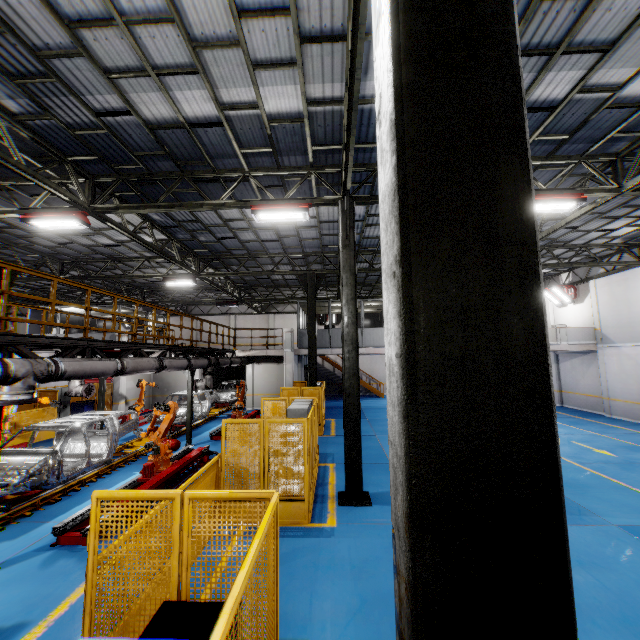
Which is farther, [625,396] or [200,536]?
[625,396]

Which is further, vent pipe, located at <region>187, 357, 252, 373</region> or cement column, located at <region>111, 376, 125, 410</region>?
cement column, located at <region>111, 376, 125, 410</region>

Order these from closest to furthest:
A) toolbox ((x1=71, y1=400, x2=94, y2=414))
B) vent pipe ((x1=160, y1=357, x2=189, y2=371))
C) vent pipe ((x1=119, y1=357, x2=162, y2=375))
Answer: vent pipe ((x1=119, y1=357, x2=162, y2=375)) < vent pipe ((x1=160, y1=357, x2=189, y2=371)) < toolbox ((x1=71, y1=400, x2=94, y2=414))

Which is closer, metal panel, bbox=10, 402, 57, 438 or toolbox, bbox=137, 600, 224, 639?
toolbox, bbox=137, 600, 224, 639

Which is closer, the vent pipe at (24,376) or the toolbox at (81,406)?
the vent pipe at (24,376)

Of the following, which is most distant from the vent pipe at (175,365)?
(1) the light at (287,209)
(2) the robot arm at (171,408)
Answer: (1) the light at (287,209)

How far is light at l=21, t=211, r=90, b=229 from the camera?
9.16m

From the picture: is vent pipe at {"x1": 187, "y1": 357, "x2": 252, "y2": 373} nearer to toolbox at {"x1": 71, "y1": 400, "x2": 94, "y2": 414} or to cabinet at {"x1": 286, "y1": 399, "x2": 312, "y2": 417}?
cabinet at {"x1": 286, "y1": 399, "x2": 312, "y2": 417}
